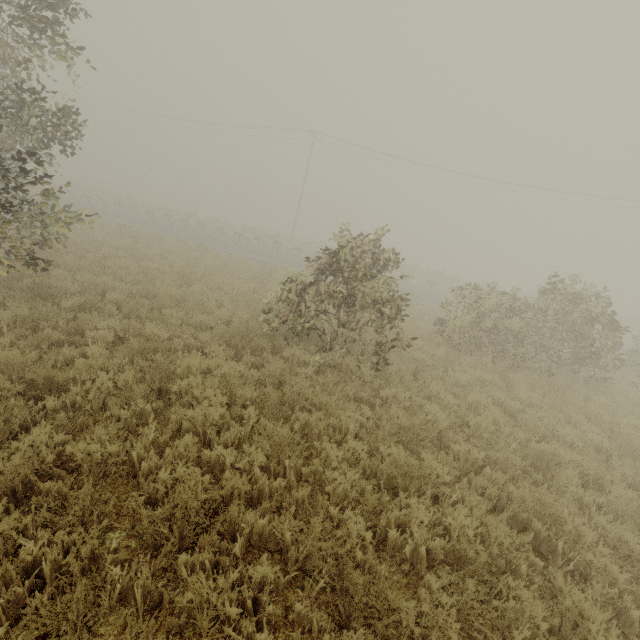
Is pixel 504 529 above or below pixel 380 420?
above
